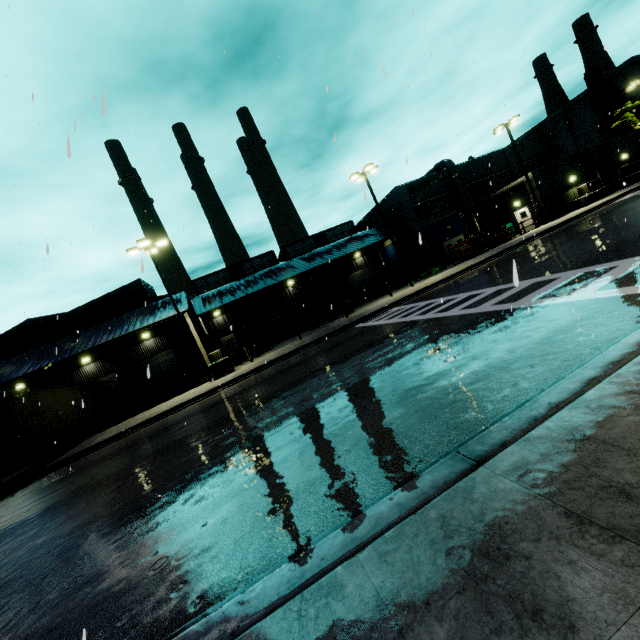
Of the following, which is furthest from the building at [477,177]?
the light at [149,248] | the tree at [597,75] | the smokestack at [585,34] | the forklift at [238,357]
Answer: the smokestack at [585,34]

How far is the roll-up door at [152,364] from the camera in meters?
28.8

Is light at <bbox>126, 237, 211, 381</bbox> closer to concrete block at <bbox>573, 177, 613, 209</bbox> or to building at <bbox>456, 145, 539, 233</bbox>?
building at <bbox>456, 145, 539, 233</bbox>

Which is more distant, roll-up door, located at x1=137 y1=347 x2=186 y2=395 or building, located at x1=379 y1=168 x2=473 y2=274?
building, located at x1=379 y1=168 x2=473 y2=274

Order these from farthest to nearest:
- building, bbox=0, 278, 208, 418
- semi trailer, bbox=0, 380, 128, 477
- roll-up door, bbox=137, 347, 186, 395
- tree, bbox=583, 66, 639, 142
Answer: tree, bbox=583, 66, 639, 142, roll-up door, bbox=137, 347, 186, 395, building, bbox=0, 278, 208, 418, semi trailer, bbox=0, 380, 128, 477

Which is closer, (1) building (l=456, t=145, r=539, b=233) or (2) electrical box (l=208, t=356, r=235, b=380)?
(2) electrical box (l=208, t=356, r=235, b=380)

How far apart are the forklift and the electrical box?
3.8 meters

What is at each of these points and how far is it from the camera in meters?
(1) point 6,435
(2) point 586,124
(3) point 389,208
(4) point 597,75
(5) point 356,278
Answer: (1) semi trailer, 14.0 m
(2) building, 53.7 m
(3) building, 37.5 m
(4) tree, 36.9 m
(5) roll-up door, 41.2 m
